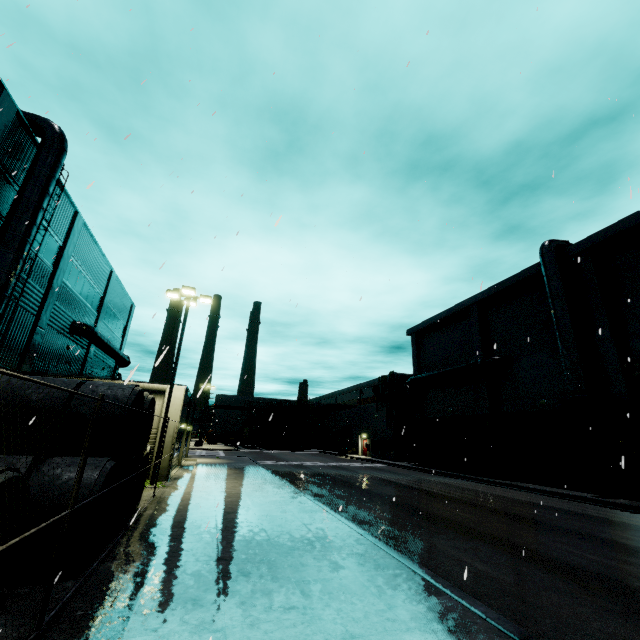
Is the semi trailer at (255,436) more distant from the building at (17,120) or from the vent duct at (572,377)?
the vent duct at (572,377)

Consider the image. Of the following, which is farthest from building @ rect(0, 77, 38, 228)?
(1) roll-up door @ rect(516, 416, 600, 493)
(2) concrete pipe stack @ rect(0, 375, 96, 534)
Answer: (2) concrete pipe stack @ rect(0, 375, 96, 534)

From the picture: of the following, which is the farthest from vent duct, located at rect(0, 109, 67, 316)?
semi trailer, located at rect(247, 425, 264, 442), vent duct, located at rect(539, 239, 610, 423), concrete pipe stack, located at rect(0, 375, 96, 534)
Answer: semi trailer, located at rect(247, 425, 264, 442)

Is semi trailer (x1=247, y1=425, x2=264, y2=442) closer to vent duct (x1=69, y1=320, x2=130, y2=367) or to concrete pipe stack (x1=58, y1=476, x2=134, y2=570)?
vent duct (x1=69, y1=320, x2=130, y2=367)

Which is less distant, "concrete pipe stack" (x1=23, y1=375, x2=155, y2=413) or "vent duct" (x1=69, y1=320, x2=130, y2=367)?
"concrete pipe stack" (x1=23, y1=375, x2=155, y2=413)

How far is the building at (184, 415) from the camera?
17.9 meters

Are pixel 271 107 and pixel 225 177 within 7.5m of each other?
yes

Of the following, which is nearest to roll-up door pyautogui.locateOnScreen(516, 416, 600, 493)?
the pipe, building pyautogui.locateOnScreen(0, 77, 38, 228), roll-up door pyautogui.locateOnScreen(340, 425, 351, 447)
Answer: building pyautogui.locateOnScreen(0, 77, 38, 228)
